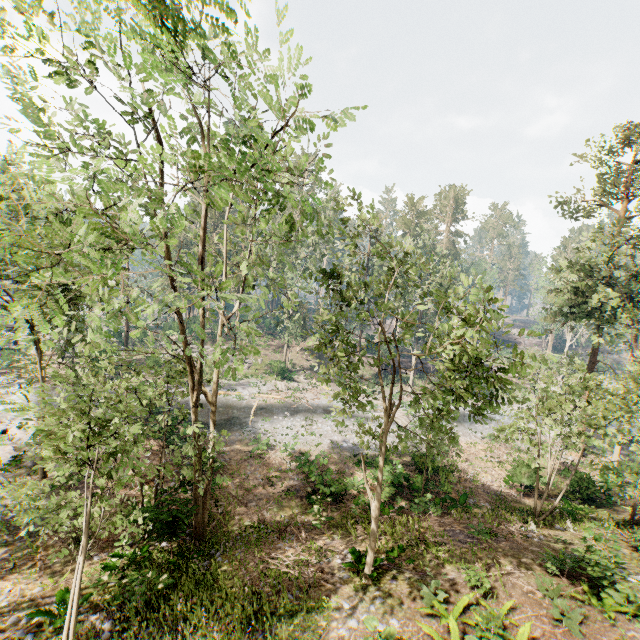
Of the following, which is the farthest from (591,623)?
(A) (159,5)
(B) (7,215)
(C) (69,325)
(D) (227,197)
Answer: (B) (7,215)
